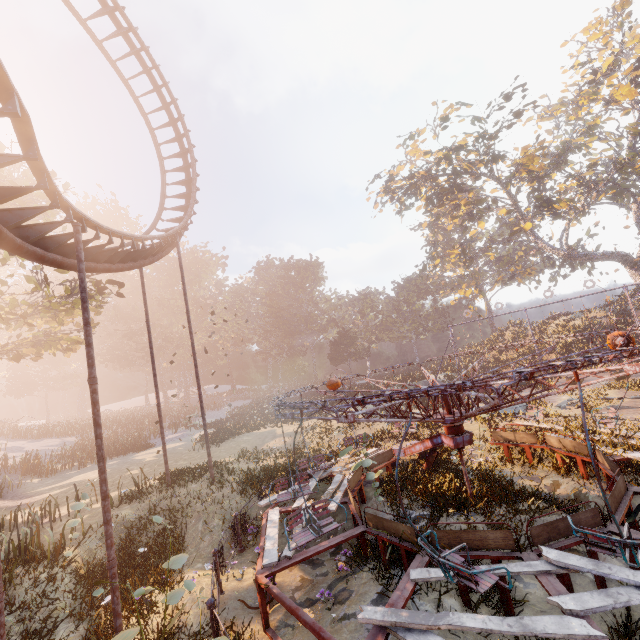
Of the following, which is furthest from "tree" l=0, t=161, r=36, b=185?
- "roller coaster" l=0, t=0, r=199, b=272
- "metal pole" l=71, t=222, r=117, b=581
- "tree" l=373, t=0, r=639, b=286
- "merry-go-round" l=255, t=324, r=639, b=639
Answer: "tree" l=373, t=0, r=639, b=286

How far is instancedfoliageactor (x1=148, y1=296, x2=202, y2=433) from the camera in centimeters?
3886cm

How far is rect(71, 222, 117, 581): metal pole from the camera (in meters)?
7.02

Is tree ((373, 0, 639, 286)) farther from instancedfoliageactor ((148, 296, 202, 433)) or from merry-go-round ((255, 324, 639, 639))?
merry-go-round ((255, 324, 639, 639))

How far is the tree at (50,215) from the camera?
17.5 meters

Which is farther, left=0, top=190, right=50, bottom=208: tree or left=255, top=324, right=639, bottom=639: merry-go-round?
left=0, top=190, right=50, bottom=208: tree

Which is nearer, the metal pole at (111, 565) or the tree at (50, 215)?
the metal pole at (111, 565)

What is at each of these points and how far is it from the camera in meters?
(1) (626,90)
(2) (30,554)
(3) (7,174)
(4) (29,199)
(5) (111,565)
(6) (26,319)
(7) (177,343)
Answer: (1) tree, 31.4
(2) instancedfoliageactor, 10.2
(3) tree, 17.0
(4) tree, 17.0
(5) metal pole, 6.9
(6) tree, 19.3
(7) instancedfoliageactor, 57.0
